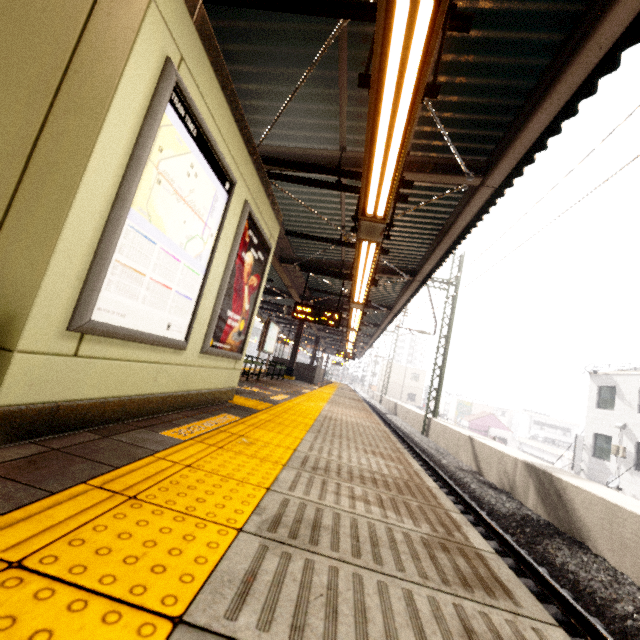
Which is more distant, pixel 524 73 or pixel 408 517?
pixel 524 73

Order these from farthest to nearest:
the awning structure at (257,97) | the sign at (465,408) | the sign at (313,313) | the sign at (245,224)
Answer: the sign at (465,408) → the sign at (313,313) → the sign at (245,224) → the awning structure at (257,97)

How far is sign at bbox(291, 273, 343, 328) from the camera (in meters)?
9.87

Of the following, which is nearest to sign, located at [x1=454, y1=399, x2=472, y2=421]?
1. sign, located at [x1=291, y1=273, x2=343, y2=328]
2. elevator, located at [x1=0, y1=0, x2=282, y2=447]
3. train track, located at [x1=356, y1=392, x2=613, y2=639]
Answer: train track, located at [x1=356, y1=392, x2=613, y2=639]

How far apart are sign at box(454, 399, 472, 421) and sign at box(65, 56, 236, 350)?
57.2m

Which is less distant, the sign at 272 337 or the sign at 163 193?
the sign at 163 193

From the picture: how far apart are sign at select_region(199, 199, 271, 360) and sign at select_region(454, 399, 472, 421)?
55.68m

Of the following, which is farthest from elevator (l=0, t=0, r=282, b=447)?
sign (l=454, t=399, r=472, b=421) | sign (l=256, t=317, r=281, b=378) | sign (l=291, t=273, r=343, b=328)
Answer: sign (l=454, t=399, r=472, b=421)
